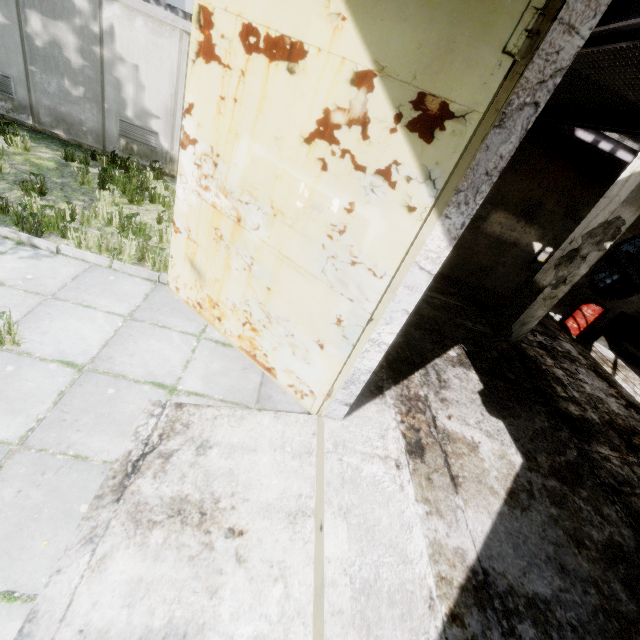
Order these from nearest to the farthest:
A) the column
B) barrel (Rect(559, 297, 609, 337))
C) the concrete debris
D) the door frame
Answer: the door frame, the column, the concrete debris, barrel (Rect(559, 297, 609, 337))

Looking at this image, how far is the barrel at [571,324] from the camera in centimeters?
884cm

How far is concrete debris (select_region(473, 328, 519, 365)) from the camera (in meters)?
6.74

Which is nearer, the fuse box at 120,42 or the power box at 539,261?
the fuse box at 120,42

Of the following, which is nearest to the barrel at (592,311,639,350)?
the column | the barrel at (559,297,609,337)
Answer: the barrel at (559,297,609,337)

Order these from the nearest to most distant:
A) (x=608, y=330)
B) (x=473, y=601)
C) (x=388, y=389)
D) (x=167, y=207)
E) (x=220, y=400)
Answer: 1. (x=473, y=601)
2. (x=220, y=400)
3. (x=388, y=389)
4. (x=167, y=207)
5. (x=608, y=330)

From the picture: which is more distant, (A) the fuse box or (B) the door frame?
(A) the fuse box

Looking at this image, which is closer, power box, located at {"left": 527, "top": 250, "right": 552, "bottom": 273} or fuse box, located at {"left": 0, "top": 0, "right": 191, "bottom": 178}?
fuse box, located at {"left": 0, "top": 0, "right": 191, "bottom": 178}
